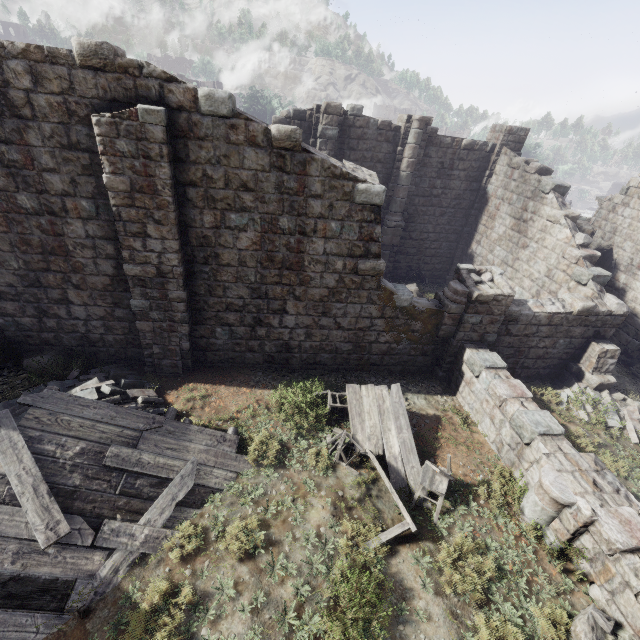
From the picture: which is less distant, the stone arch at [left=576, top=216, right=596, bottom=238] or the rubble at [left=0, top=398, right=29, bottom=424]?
the rubble at [left=0, top=398, right=29, bottom=424]

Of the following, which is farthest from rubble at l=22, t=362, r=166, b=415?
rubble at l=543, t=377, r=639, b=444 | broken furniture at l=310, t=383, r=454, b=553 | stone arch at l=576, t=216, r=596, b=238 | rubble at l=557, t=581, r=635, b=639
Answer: stone arch at l=576, t=216, r=596, b=238

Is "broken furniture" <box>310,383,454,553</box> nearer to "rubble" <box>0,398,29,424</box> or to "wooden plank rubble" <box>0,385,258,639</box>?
"wooden plank rubble" <box>0,385,258,639</box>

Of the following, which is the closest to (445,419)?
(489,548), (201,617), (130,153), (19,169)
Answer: (489,548)

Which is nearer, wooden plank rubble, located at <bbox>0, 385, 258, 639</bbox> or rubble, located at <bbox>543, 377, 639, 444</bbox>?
wooden plank rubble, located at <bbox>0, 385, 258, 639</bbox>

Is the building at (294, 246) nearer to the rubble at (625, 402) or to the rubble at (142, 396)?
the rubble at (625, 402)

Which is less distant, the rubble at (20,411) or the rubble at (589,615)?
the rubble at (589,615)

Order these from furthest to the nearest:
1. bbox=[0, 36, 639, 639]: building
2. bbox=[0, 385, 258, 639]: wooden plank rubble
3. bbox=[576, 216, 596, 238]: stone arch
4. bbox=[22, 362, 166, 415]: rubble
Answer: bbox=[576, 216, 596, 238]: stone arch
bbox=[22, 362, 166, 415]: rubble
bbox=[0, 36, 639, 639]: building
bbox=[0, 385, 258, 639]: wooden plank rubble
